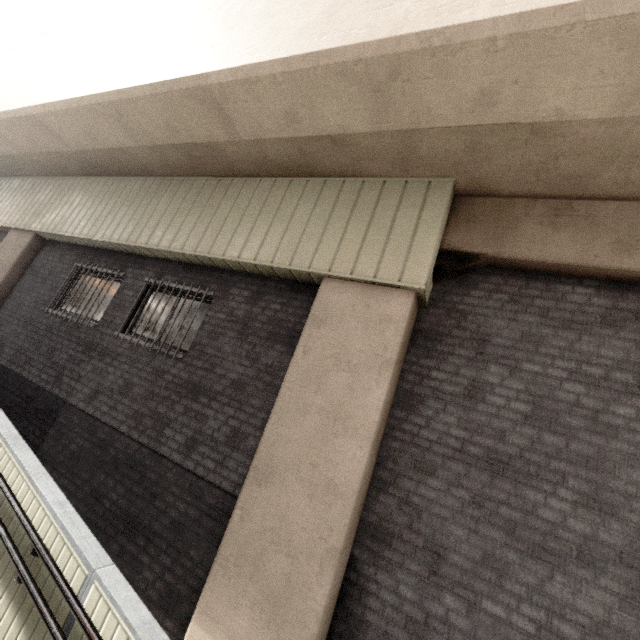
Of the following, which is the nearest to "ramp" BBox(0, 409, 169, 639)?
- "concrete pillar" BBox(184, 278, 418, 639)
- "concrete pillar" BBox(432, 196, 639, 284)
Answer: "concrete pillar" BBox(184, 278, 418, 639)

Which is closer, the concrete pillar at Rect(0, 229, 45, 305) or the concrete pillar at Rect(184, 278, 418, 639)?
the concrete pillar at Rect(184, 278, 418, 639)

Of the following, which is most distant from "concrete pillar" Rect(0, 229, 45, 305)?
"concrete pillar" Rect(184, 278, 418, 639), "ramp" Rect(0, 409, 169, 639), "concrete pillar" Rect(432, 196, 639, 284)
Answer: "concrete pillar" Rect(432, 196, 639, 284)

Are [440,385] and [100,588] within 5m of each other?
yes

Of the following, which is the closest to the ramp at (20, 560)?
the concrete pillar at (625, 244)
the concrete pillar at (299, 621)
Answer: the concrete pillar at (299, 621)

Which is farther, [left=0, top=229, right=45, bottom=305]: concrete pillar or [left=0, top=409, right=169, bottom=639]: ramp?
[left=0, top=229, right=45, bottom=305]: concrete pillar

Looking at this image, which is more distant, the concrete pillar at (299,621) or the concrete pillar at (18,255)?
the concrete pillar at (18,255)

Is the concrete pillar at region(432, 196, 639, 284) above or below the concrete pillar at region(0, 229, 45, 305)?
above
